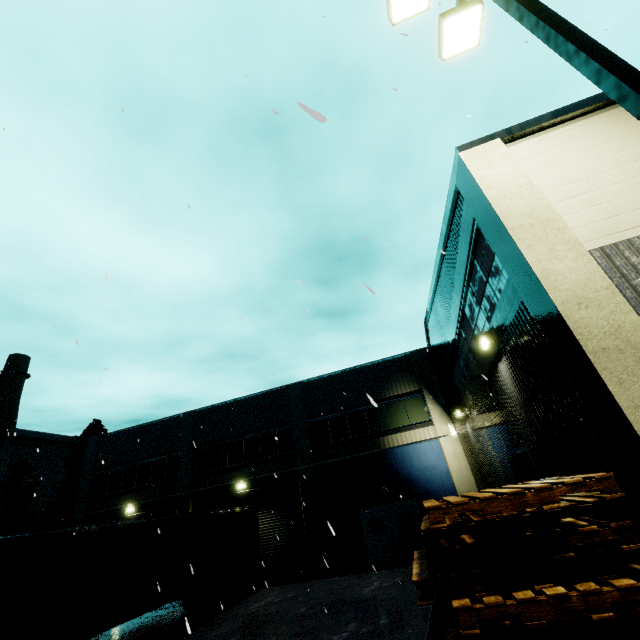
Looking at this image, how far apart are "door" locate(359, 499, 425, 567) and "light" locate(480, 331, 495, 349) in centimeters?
1203cm

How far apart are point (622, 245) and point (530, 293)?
1.25m

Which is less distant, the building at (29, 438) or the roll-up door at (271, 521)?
the roll-up door at (271, 521)

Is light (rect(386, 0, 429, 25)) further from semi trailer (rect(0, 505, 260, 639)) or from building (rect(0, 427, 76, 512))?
semi trailer (rect(0, 505, 260, 639))

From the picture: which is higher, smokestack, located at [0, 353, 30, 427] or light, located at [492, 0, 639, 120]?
smokestack, located at [0, 353, 30, 427]

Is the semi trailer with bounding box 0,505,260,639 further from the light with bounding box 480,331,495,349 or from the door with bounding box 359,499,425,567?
the light with bounding box 480,331,495,349

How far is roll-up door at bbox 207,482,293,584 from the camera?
16.8 meters

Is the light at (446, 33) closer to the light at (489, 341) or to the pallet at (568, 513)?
the pallet at (568, 513)
